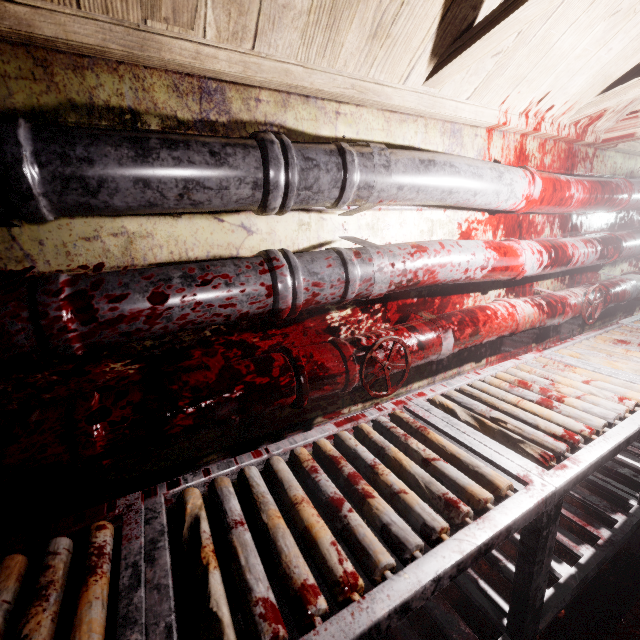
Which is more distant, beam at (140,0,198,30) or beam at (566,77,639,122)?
beam at (566,77,639,122)

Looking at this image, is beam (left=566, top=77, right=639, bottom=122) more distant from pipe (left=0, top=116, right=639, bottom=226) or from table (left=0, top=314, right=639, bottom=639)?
table (left=0, top=314, right=639, bottom=639)

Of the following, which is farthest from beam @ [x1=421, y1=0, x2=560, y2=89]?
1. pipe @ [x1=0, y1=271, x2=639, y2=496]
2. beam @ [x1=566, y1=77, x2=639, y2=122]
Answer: pipe @ [x1=0, y1=271, x2=639, y2=496]

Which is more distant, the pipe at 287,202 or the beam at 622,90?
the beam at 622,90

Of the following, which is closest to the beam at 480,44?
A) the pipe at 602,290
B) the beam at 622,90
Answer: the beam at 622,90

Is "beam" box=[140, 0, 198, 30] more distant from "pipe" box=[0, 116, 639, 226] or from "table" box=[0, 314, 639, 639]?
"table" box=[0, 314, 639, 639]

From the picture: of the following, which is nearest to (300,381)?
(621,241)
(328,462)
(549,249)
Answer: (328,462)

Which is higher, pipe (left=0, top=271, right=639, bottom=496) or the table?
pipe (left=0, top=271, right=639, bottom=496)
